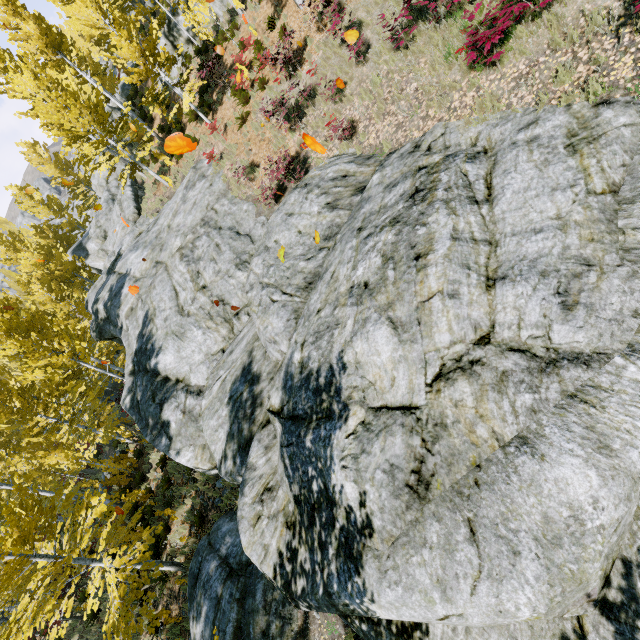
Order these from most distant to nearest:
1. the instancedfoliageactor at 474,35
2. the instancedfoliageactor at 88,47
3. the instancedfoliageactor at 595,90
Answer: the instancedfoliageactor at 88,47 → the instancedfoliageactor at 474,35 → the instancedfoliageactor at 595,90

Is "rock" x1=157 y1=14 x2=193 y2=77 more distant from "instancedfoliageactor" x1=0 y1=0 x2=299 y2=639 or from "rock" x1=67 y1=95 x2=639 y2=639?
"rock" x1=67 y1=95 x2=639 y2=639

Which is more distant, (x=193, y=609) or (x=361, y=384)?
(x=193, y=609)

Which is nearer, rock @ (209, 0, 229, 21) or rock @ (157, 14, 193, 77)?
rock @ (209, 0, 229, 21)

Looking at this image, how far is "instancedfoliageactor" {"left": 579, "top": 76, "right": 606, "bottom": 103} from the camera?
5.3 meters

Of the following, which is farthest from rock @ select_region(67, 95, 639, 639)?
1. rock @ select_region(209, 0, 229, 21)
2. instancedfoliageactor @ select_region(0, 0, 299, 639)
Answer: rock @ select_region(209, 0, 229, 21)

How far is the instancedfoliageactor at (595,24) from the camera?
5.34m
